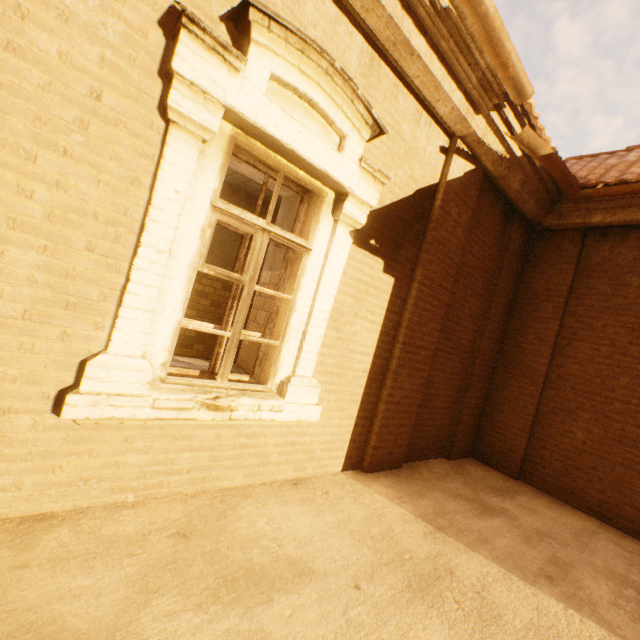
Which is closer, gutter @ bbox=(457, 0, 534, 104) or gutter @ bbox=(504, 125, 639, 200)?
gutter @ bbox=(457, 0, 534, 104)

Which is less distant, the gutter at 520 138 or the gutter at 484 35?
the gutter at 484 35

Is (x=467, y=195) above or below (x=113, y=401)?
above
